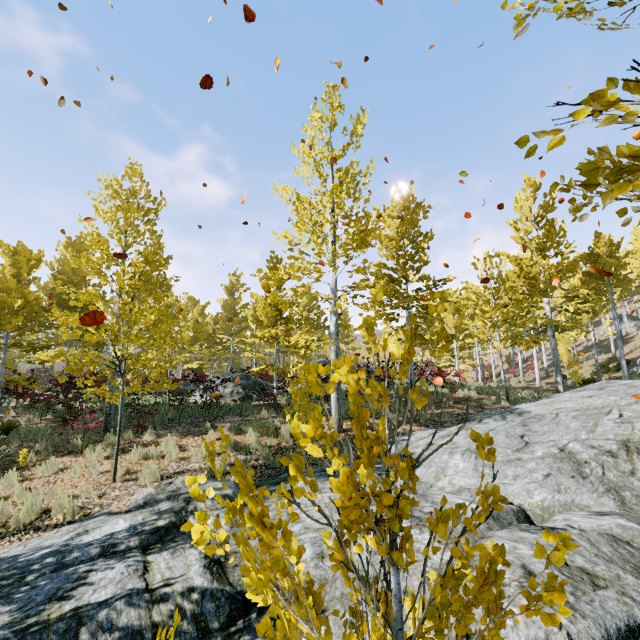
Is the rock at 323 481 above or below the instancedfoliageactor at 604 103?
below

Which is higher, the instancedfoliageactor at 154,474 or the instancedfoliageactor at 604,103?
the instancedfoliageactor at 604,103

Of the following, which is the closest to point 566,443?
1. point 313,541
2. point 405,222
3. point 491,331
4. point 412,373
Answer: point 313,541

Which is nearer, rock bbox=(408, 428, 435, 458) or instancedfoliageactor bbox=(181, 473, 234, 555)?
instancedfoliageactor bbox=(181, 473, 234, 555)

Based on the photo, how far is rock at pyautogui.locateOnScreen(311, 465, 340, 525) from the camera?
4.91m

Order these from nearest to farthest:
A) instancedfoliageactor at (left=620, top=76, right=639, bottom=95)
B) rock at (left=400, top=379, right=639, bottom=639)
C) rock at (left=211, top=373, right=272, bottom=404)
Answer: instancedfoliageactor at (left=620, top=76, right=639, bottom=95)
rock at (left=400, top=379, right=639, bottom=639)
rock at (left=211, top=373, right=272, bottom=404)

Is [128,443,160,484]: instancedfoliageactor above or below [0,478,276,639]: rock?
above
